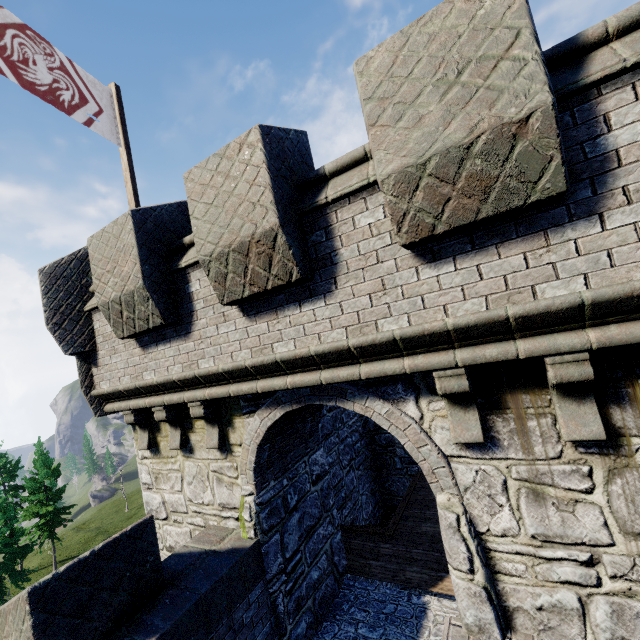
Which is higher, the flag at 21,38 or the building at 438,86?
the flag at 21,38

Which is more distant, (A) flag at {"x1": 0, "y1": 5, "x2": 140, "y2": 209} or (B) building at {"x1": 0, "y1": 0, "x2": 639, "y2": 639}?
(A) flag at {"x1": 0, "y1": 5, "x2": 140, "y2": 209}

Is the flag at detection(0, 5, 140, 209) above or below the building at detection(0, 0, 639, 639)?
above

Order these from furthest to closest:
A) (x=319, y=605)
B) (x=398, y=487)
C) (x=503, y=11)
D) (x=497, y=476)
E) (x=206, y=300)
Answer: (x=398, y=487), (x=319, y=605), (x=206, y=300), (x=497, y=476), (x=503, y=11)

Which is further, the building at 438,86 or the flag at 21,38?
the flag at 21,38
